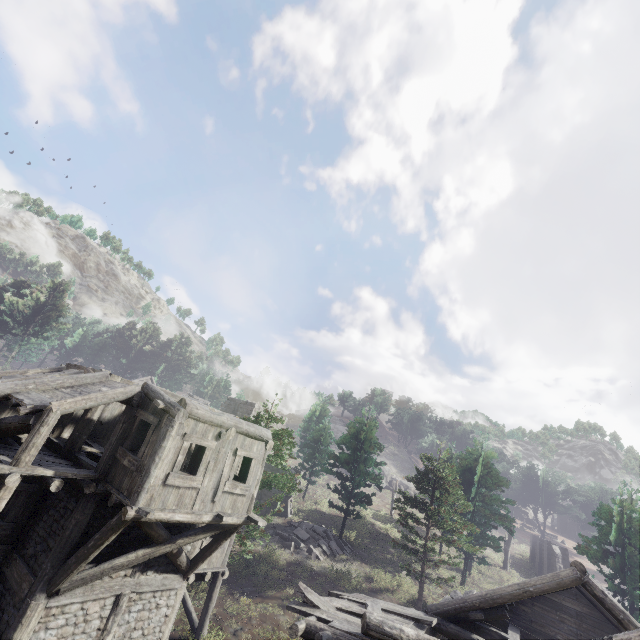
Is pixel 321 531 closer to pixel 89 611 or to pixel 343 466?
pixel 343 466

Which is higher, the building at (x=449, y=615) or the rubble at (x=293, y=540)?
the building at (x=449, y=615)

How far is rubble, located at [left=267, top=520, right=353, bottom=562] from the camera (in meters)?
23.47

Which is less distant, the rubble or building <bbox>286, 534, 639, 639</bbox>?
building <bbox>286, 534, 639, 639</bbox>

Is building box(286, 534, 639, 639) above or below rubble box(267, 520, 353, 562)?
above

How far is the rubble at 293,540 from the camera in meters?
23.5 m
